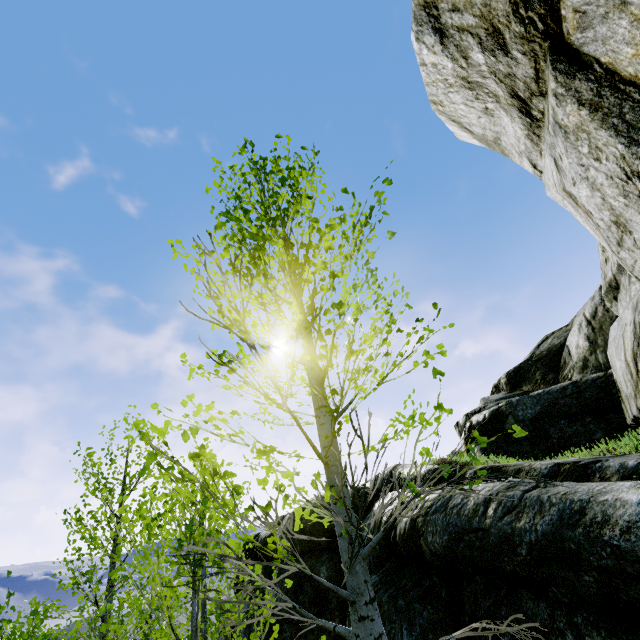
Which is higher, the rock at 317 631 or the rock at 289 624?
the rock at 289 624

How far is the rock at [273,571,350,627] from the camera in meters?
6.3

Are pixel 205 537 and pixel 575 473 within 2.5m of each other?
no

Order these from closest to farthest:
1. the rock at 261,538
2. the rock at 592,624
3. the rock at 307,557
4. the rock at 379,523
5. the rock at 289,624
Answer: the rock at 592,624 < the rock at 379,523 < the rock at 289,624 < the rock at 307,557 < the rock at 261,538

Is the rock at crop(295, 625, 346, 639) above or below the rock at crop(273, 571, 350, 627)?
below

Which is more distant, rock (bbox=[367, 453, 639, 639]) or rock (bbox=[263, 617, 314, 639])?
rock (bbox=[263, 617, 314, 639])
